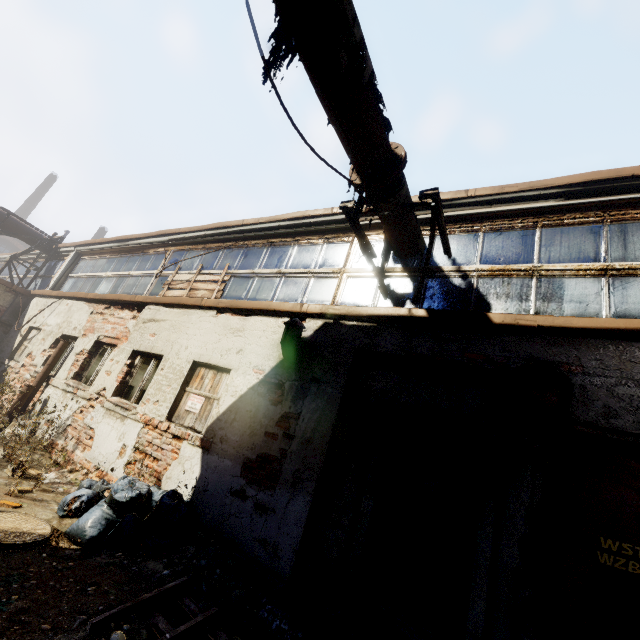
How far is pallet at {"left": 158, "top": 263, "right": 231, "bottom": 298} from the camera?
7.5m

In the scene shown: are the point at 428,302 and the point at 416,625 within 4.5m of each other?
yes

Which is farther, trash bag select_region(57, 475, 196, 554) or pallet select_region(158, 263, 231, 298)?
pallet select_region(158, 263, 231, 298)

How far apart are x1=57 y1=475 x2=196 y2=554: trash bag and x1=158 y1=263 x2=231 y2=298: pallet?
3.7 meters

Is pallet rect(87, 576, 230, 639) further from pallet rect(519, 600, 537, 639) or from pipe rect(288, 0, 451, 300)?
pipe rect(288, 0, 451, 300)

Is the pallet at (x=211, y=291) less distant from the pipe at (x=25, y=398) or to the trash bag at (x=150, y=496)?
the pipe at (x=25, y=398)

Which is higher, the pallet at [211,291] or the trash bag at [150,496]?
the pallet at [211,291]

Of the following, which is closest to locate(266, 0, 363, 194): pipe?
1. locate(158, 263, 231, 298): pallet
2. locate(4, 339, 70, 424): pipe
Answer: locate(158, 263, 231, 298): pallet
